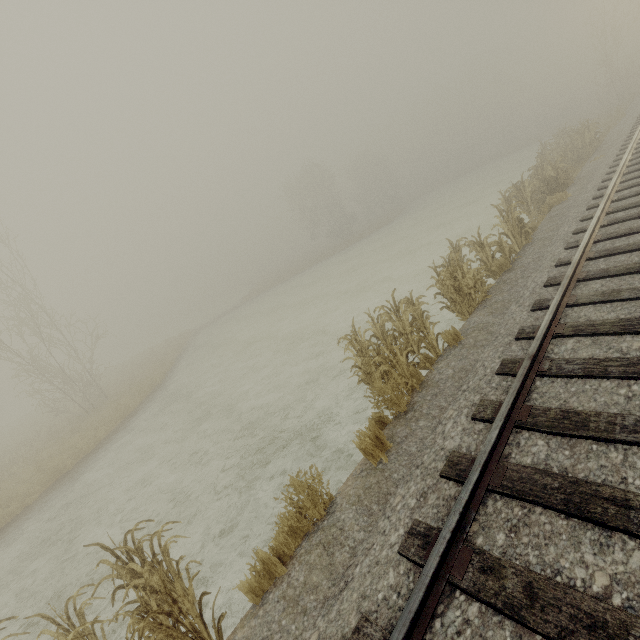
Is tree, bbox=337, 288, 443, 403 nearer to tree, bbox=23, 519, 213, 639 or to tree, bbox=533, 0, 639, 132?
tree, bbox=23, 519, 213, 639

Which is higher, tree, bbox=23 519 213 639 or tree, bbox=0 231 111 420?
tree, bbox=0 231 111 420

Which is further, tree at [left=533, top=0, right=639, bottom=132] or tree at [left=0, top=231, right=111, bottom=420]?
tree at [left=533, top=0, right=639, bottom=132]

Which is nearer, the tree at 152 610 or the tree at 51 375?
the tree at 152 610

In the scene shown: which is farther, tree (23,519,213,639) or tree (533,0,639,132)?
tree (533,0,639,132)

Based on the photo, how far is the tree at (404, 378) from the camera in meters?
6.0

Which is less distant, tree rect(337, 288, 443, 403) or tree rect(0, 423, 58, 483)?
tree rect(337, 288, 443, 403)

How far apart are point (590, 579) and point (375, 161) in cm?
6067
